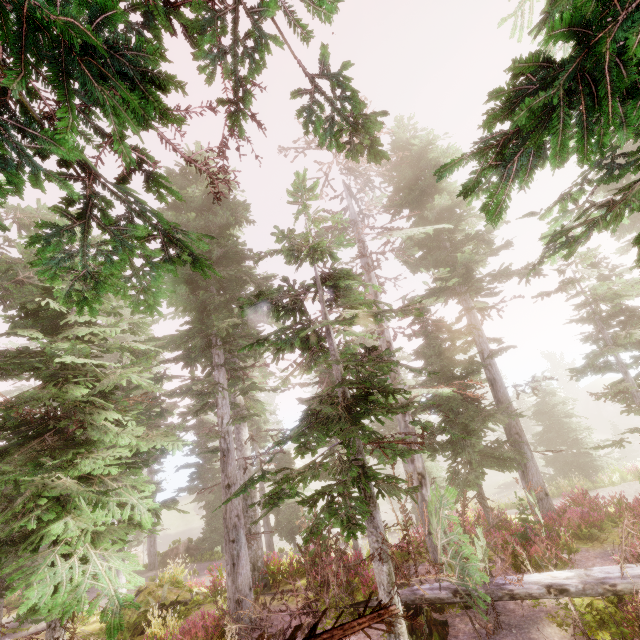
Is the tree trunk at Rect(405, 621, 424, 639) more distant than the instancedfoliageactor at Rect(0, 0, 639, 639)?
Yes

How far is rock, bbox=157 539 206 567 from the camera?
22.0 meters

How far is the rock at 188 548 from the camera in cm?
2203

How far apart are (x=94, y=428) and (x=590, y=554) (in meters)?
14.75

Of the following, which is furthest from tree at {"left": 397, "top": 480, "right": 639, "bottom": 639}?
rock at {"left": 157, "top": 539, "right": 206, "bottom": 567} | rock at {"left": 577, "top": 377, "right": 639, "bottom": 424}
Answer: rock at {"left": 577, "top": 377, "right": 639, "bottom": 424}

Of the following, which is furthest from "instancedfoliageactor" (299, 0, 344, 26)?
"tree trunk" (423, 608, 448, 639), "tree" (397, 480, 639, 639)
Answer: "tree trunk" (423, 608, 448, 639)

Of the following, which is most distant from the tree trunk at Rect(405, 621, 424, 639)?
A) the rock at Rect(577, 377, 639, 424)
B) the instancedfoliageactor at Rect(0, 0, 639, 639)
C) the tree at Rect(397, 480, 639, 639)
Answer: the rock at Rect(577, 377, 639, 424)

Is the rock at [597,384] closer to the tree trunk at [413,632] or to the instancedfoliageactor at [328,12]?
the instancedfoliageactor at [328,12]
